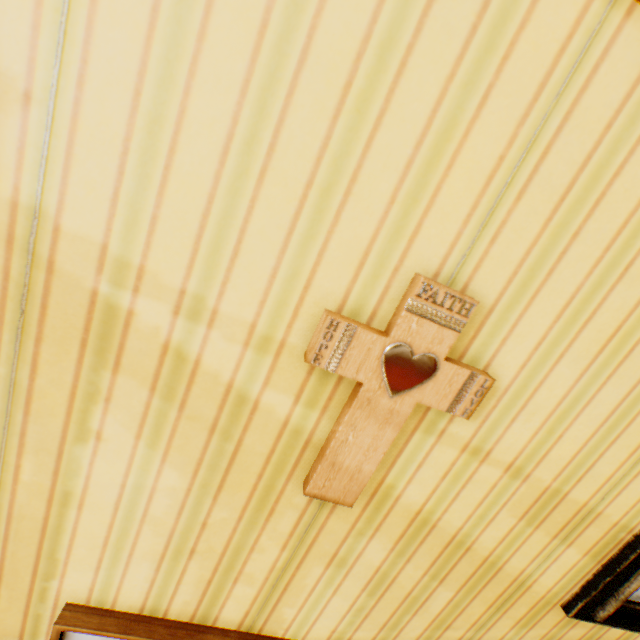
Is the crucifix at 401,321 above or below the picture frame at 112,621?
above

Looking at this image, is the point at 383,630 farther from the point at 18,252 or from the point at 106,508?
the point at 18,252

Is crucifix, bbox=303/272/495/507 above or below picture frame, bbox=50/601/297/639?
Answer: above

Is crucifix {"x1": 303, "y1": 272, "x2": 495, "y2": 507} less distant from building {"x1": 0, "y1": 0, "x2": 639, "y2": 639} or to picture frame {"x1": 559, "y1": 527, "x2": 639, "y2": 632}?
building {"x1": 0, "y1": 0, "x2": 639, "y2": 639}

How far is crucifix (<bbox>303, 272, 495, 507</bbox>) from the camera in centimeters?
68cm

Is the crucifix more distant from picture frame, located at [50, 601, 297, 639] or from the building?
picture frame, located at [50, 601, 297, 639]

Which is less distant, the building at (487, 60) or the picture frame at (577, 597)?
the building at (487, 60)

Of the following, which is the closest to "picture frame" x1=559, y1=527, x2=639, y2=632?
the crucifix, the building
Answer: the building
